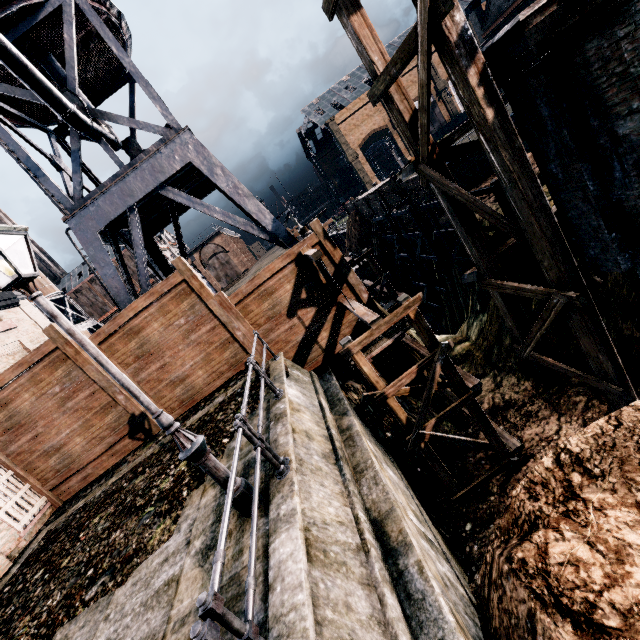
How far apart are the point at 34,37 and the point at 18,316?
13.3 meters

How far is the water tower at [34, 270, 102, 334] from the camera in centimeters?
4800cm

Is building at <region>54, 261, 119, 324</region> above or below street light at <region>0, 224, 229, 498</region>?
above

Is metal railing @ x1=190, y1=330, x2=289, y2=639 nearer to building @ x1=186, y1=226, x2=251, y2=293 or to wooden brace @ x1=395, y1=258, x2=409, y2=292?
wooden brace @ x1=395, y1=258, x2=409, y2=292

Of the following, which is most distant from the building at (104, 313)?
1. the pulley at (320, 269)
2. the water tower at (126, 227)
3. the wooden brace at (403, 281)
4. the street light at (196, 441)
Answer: the street light at (196, 441)

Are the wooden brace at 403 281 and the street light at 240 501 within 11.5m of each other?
no

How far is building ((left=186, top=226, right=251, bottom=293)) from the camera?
57.2 meters
